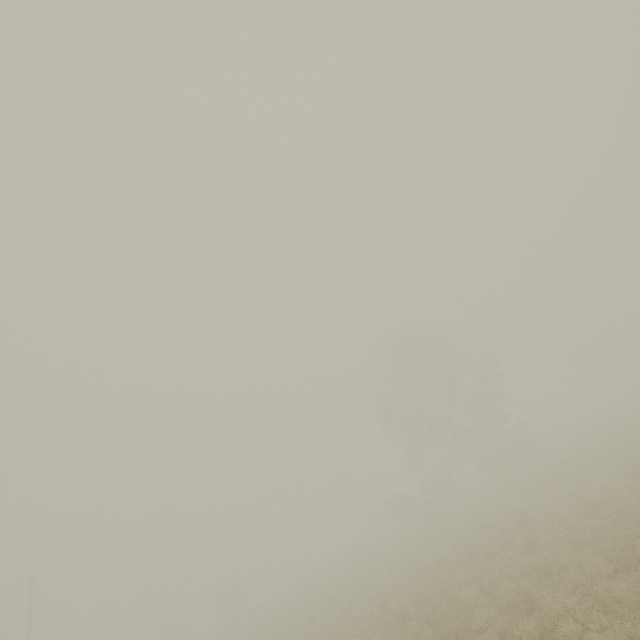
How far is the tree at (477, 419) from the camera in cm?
3092

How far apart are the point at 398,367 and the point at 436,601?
25.52m

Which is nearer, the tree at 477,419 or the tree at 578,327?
the tree at 477,419

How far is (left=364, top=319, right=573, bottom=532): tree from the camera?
30.9 meters

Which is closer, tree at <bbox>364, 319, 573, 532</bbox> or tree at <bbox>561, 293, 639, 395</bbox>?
tree at <bbox>364, 319, 573, 532</bbox>
